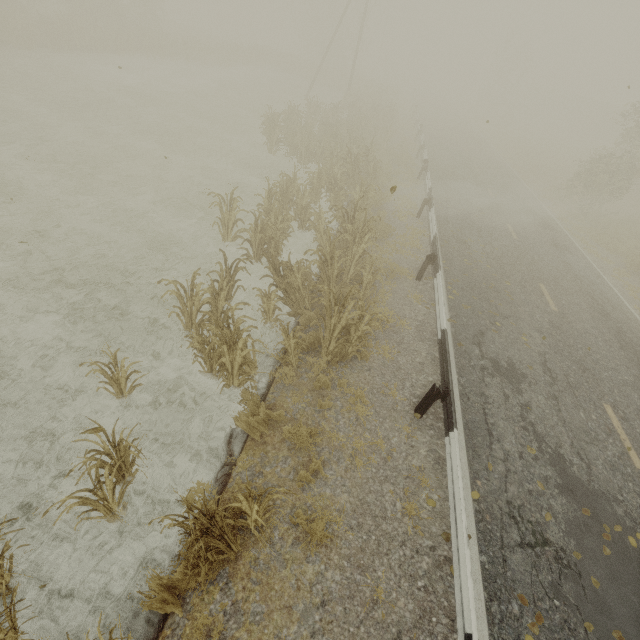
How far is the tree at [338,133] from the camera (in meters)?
6.09

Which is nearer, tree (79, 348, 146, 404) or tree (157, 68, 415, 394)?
tree (79, 348, 146, 404)

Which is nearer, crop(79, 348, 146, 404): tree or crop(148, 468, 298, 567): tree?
crop(148, 468, 298, 567): tree

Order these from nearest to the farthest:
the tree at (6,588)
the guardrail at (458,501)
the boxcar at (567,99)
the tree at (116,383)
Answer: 1. the tree at (6,588)
2. the guardrail at (458,501)
3. the tree at (116,383)
4. the boxcar at (567,99)

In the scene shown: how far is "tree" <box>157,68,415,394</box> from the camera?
6.1m

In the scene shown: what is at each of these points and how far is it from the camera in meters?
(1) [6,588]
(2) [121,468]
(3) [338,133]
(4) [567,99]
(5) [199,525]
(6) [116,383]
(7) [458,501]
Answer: (1) tree, 3.6
(2) tree, 4.5
(3) tree, 16.9
(4) boxcar, 55.9
(5) tree, 3.7
(6) tree, 5.4
(7) guardrail, 4.4

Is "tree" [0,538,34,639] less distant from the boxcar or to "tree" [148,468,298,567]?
"tree" [148,468,298,567]

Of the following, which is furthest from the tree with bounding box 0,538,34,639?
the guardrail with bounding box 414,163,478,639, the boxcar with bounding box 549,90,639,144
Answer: the boxcar with bounding box 549,90,639,144
